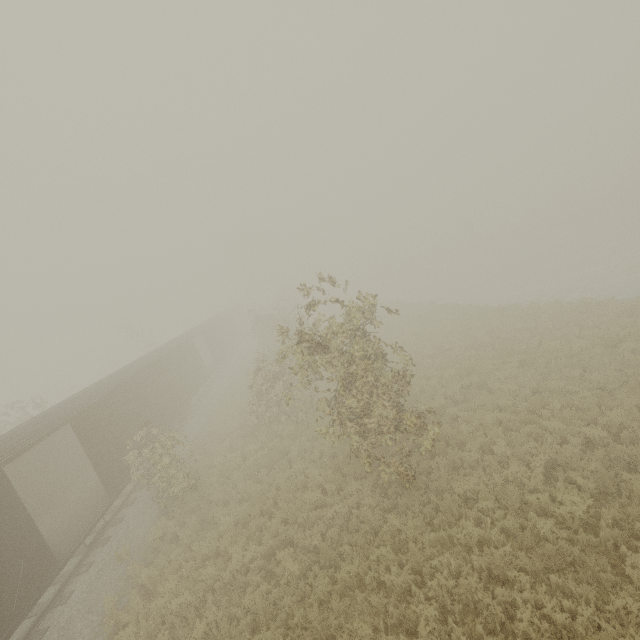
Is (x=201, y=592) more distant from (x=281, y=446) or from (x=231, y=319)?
(x=231, y=319)
